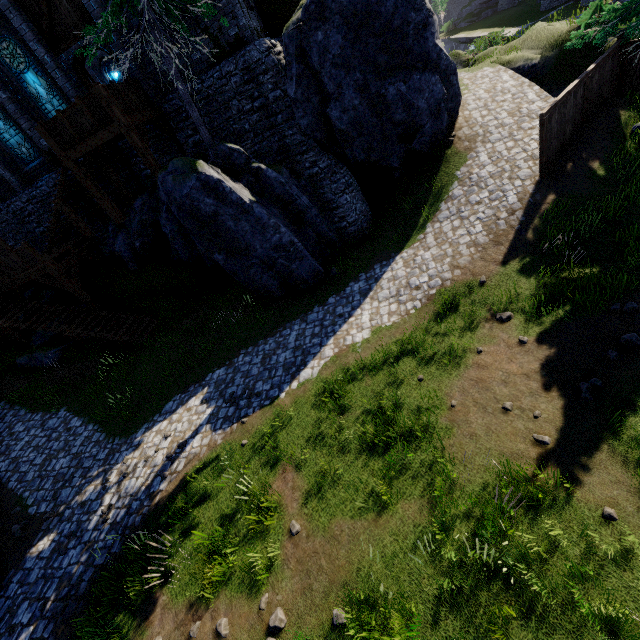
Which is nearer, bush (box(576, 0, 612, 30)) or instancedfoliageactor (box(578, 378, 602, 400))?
instancedfoliageactor (box(578, 378, 602, 400))

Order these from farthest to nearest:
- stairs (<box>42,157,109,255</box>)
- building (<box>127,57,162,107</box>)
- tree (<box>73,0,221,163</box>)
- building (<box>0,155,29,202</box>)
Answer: building (<box>0,155,29,202</box>) → stairs (<box>42,157,109,255</box>) → building (<box>127,57,162,107</box>) → tree (<box>73,0,221,163</box>)

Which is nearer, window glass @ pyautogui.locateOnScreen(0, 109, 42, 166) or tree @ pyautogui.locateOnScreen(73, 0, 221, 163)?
tree @ pyautogui.locateOnScreen(73, 0, 221, 163)

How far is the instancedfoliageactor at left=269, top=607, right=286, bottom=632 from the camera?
5.6m

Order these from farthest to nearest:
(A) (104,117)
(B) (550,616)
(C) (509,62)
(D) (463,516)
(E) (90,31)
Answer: (C) (509,62), (A) (104,117), (E) (90,31), (D) (463,516), (B) (550,616)

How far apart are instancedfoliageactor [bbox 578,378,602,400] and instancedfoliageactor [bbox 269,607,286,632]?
6.91m

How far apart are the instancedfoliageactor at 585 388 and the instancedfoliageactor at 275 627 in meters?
6.9 m

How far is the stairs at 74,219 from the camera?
13.6 meters
